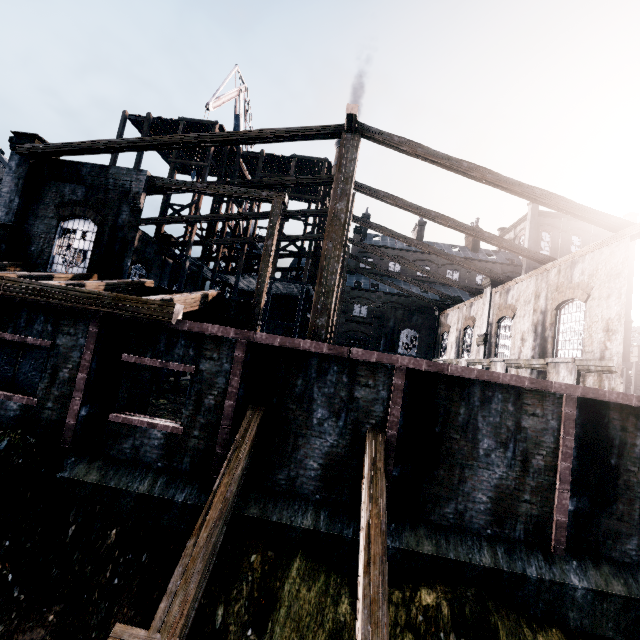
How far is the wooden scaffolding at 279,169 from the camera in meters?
26.9

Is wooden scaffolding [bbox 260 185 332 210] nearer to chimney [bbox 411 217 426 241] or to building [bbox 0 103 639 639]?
building [bbox 0 103 639 639]

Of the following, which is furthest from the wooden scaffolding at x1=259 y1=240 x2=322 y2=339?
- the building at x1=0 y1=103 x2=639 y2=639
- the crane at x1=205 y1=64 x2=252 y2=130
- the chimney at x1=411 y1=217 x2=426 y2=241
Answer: Answer: the chimney at x1=411 y1=217 x2=426 y2=241

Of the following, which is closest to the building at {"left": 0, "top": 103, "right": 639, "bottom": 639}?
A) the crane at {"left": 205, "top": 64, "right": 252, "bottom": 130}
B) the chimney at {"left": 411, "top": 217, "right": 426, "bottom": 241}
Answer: the chimney at {"left": 411, "top": 217, "right": 426, "bottom": 241}

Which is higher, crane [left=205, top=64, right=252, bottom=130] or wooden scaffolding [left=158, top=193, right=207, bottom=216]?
crane [left=205, top=64, right=252, bottom=130]

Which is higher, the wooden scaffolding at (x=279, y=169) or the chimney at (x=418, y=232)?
the chimney at (x=418, y=232)

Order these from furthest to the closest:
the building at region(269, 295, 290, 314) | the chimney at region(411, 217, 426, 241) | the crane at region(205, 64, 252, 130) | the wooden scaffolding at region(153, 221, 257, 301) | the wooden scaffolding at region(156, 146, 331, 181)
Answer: the chimney at region(411, 217, 426, 241) < the building at region(269, 295, 290, 314) < the crane at region(205, 64, 252, 130) < the wooden scaffolding at region(156, 146, 331, 181) < the wooden scaffolding at region(153, 221, 257, 301)

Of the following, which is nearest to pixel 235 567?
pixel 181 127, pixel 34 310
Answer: pixel 34 310
